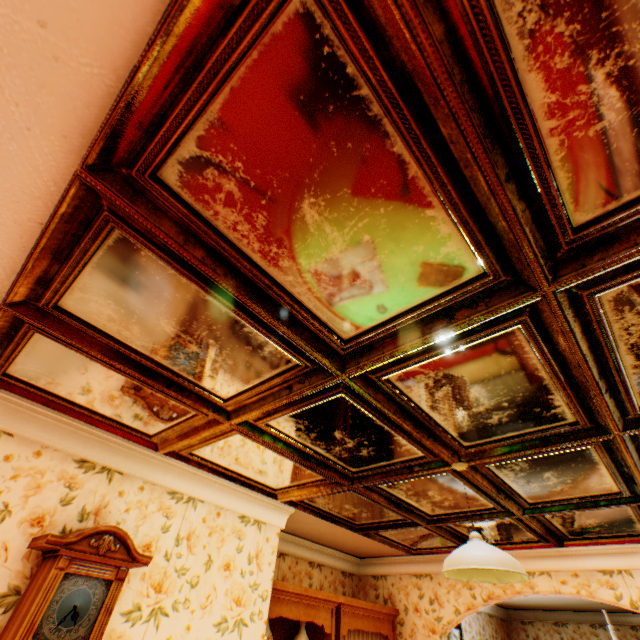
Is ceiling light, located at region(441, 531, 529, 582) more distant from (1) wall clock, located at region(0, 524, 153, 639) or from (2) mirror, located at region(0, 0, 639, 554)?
(1) wall clock, located at region(0, 524, 153, 639)

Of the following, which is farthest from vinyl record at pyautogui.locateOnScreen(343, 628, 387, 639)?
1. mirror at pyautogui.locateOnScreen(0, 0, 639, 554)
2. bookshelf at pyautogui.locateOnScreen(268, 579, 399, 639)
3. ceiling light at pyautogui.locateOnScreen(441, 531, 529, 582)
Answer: ceiling light at pyautogui.locateOnScreen(441, 531, 529, 582)

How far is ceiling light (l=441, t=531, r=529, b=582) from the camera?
1.8m

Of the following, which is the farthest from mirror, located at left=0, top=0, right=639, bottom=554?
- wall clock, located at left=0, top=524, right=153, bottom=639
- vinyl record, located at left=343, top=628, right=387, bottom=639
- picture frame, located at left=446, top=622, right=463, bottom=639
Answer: picture frame, located at left=446, top=622, right=463, bottom=639

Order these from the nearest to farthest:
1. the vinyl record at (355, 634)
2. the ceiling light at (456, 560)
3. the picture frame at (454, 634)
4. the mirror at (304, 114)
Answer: the mirror at (304, 114) → the ceiling light at (456, 560) → the vinyl record at (355, 634) → the picture frame at (454, 634)

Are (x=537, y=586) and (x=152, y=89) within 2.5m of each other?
no

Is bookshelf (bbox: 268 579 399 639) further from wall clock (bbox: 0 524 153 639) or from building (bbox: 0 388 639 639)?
wall clock (bbox: 0 524 153 639)

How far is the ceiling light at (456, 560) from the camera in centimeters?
182cm
